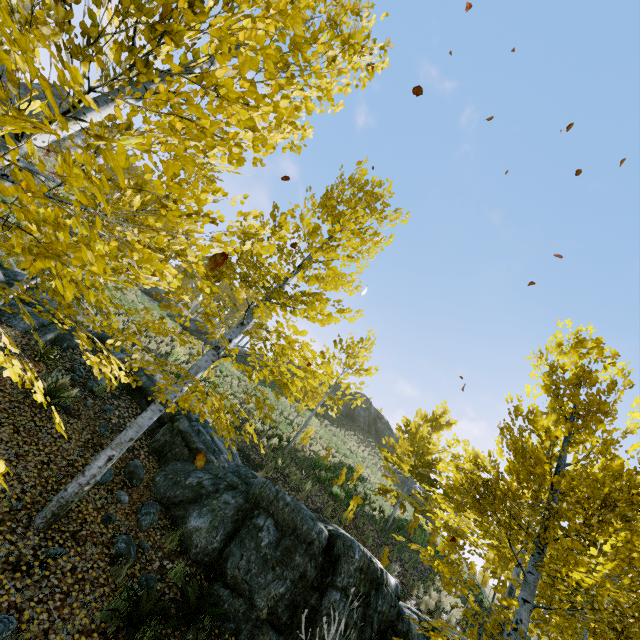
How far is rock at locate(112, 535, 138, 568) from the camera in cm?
494

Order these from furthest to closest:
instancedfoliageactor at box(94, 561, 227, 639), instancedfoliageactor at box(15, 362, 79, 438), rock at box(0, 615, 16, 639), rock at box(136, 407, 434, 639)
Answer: rock at box(136, 407, 434, 639), instancedfoliageactor at box(94, 561, 227, 639), rock at box(0, 615, 16, 639), instancedfoliageactor at box(15, 362, 79, 438)

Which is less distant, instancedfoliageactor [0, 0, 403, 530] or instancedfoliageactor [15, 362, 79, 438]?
instancedfoliageactor [0, 0, 403, 530]

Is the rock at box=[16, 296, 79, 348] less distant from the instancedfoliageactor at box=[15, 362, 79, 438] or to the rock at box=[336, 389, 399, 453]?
the instancedfoliageactor at box=[15, 362, 79, 438]

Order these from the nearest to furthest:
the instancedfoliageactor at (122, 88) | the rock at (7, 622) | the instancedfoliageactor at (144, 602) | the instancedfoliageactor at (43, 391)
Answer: the instancedfoliageactor at (122, 88) → the instancedfoliageactor at (43, 391) → the rock at (7, 622) → the instancedfoliageactor at (144, 602)

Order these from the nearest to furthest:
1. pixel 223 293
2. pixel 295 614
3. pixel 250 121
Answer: pixel 250 121, pixel 295 614, pixel 223 293

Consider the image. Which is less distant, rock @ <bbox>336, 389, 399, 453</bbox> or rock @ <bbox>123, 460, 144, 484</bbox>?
rock @ <bbox>123, 460, 144, 484</bbox>

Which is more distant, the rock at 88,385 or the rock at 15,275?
the rock at 15,275
